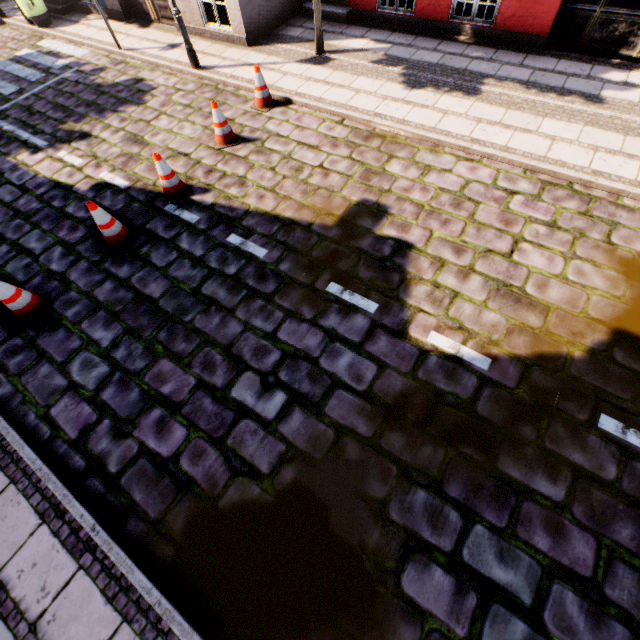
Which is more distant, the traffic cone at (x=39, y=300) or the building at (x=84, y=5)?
the building at (x=84, y=5)

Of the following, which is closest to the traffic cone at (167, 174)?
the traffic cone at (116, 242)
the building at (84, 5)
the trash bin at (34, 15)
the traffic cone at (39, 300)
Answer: the traffic cone at (116, 242)

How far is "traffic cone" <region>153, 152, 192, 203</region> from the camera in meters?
5.4

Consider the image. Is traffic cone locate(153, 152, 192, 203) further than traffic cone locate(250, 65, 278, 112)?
No

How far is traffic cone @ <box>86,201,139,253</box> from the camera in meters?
4.9 m

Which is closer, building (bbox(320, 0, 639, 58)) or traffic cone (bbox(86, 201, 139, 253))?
traffic cone (bbox(86, 201, 139, 253))

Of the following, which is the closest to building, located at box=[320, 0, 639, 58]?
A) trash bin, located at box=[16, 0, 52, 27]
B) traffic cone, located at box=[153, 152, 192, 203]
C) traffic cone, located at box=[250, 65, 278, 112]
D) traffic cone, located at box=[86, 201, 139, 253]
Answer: trash bin, located at box=[16, 0, 52, 27]

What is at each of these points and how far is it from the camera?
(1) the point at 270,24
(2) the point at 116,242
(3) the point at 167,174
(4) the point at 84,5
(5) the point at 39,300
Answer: (1) building, 8.9 meters
(2) traffic cone, 5.3 meters
(3) traffic cone, 5.6 meters
(4) building, 10.9 meters
(5) traffic cone, 4.8 meters
